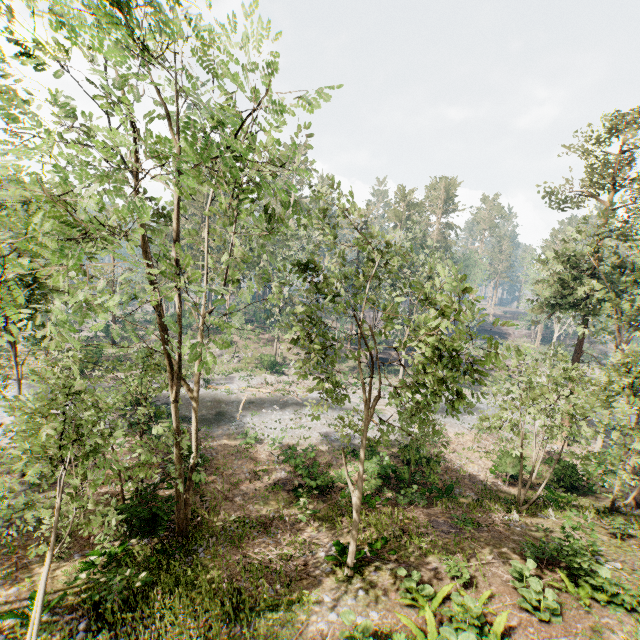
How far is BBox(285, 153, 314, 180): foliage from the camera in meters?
8.1 m

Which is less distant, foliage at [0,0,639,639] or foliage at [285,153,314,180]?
foliage at [0,0,639,639]

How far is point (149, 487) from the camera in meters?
12.4

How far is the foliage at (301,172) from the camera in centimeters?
811cm

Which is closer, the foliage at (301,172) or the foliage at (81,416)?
the foliage at (81,416)
